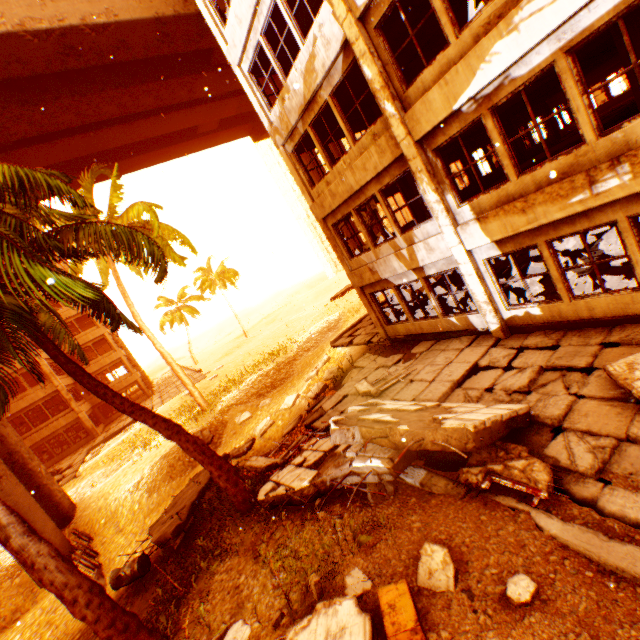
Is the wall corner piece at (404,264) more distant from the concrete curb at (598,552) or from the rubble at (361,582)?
the concrete curb at (598,552)

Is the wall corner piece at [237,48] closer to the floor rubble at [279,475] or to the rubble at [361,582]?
the rubble at [361,582]

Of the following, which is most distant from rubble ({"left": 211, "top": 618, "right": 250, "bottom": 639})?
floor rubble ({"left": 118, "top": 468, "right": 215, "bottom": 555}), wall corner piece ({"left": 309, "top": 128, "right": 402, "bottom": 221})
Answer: wall corner piece ({"left": 309, "top": 128, "right": 402, "bottom": 221})

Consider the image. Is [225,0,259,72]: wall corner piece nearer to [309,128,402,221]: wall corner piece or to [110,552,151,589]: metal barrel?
[309,128,402,221]: wall corner piece

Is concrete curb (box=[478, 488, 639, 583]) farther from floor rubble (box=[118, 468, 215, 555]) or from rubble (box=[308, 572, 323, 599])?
floor rubble (box=[118, 468, 215, 555])

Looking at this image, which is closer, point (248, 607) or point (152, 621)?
point (248, 607)

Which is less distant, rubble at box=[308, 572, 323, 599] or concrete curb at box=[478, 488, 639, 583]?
concrete curb at box=[478, 488, 639, 583]

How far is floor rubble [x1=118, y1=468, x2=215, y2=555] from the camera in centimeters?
930cm
